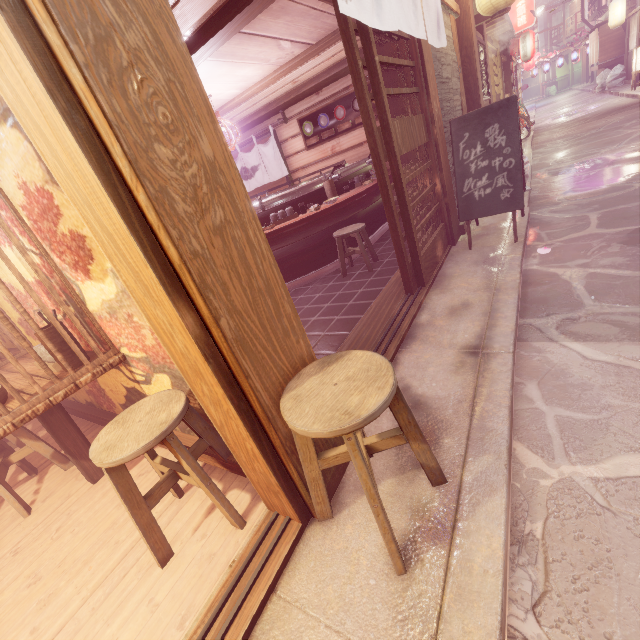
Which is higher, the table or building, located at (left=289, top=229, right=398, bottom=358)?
the table

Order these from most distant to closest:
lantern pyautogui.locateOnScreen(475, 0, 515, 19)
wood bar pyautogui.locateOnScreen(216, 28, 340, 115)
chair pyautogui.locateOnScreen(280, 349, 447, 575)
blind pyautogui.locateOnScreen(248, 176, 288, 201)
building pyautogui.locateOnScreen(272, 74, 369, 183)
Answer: blind pyautogui.locateOnScreen(248, 176, 288, 201) → building pyautogui.locateOnScreen(272, 74, 369, 183) → lantern pyautogui.locateOnScreen(475, 0, 515, 19) → wood bar pyautogui.locateOnScreen(216, 28, 340, 115) → chair pyautogui.locateOnScreen(280, 349, 447, 575)

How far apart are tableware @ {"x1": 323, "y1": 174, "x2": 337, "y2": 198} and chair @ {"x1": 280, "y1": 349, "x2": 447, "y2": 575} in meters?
7.7

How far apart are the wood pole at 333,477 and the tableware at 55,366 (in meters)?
3.30

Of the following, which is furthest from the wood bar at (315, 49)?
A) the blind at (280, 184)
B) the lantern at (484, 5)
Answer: the blind at (280, 184)

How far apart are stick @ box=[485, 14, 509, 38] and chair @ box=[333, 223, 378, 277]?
14.8 meters

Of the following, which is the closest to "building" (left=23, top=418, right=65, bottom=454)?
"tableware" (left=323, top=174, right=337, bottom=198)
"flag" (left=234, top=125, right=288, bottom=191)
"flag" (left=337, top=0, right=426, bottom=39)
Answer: "flag" (left=337, top=0, right=426, bottom=39)

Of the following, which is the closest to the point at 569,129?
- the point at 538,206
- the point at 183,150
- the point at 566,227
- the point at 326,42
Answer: the point at 538,206
